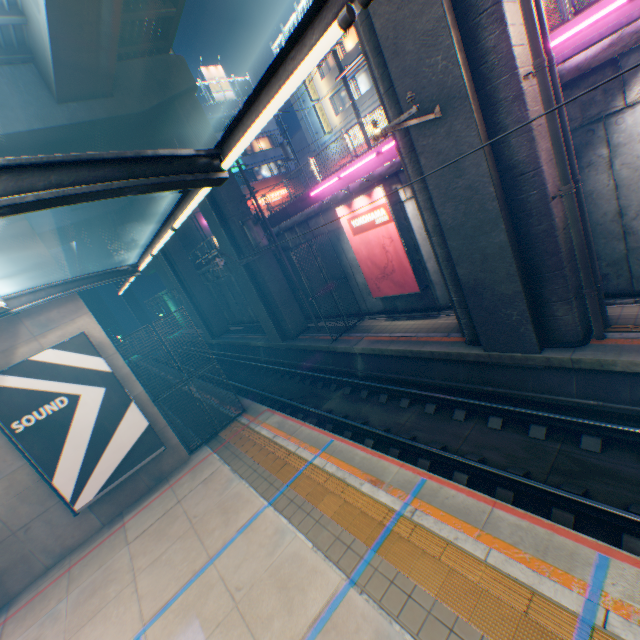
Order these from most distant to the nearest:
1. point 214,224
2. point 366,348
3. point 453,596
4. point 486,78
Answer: point 214,224 < point 366,348 < point 486,78 < point 453,596

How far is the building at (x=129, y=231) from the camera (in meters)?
38.42

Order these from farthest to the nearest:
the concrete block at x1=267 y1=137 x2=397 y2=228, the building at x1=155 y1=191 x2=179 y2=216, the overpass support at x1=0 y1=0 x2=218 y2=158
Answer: the building at x1=155 y1=191 x2=179 y2=216, the concrete block at x1=267 y1=137 x2=397 y2=228, the overpass support at x1=0 y1=0 x2=218 y2=158

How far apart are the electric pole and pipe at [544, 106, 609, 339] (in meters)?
11.77

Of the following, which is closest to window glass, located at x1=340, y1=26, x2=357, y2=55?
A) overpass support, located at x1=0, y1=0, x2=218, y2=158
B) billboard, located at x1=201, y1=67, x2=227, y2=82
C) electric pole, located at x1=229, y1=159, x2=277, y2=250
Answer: overpass support, located at x1=0, y1=0, x2=218, y2=158

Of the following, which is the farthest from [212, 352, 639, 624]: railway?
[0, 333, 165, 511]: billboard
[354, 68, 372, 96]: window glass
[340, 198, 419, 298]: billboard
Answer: [354, 68, 372, 96]: window glass

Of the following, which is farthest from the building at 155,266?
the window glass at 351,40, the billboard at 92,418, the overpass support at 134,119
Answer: the billboard at 92,418

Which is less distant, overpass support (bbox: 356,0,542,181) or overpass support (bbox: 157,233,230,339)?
overpass support (bbox: 356,0,542,181)
